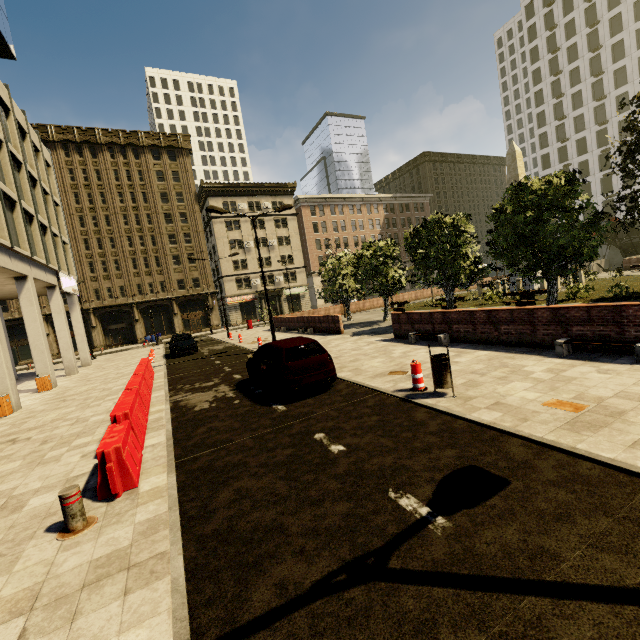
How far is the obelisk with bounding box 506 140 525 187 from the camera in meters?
25.3

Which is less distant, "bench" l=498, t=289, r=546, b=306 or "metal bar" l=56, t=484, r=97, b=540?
"metal bar" l=56, t=484, r=97, b=540

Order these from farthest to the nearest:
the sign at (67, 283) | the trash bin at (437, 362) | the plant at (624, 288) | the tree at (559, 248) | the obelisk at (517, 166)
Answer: the obelisk at (517, 166) < the sign at (67, 283) < the plant at (624, 288) < the tree at (559, 248) < the trash bin at (437, 362)

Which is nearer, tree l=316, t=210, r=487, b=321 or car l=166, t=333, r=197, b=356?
tree l=316, t=210, r=487, b=321

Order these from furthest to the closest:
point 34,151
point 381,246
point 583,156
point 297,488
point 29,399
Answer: point 583,156
point 34,151
point 381,246
point 29,399
point 297,488

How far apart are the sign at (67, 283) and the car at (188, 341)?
7.3m

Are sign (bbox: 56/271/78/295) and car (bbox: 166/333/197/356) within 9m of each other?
yes

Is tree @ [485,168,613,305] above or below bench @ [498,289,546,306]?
above
